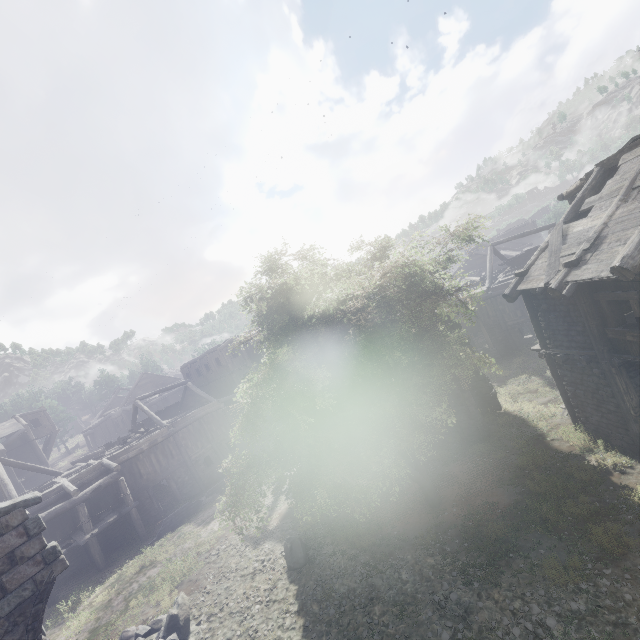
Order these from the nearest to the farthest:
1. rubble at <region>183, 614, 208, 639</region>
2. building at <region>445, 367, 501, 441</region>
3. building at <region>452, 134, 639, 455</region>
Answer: building at <region>452, 134, 639, 455</region>, rubble at <region>183, 614, 208, 639</region>, building at <region>445, 367, 501, 441</region>

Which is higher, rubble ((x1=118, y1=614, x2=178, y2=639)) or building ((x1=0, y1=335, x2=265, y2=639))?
building ((x1=0, y1=335, x2=265, y2=639))

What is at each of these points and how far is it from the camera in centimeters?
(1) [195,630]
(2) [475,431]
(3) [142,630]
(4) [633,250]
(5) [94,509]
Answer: (1) rubble, 1092cm
(2) building, 1595cm
(3) rubble, 1123cm
(4) building, 813cm
(5) building, 2086cm

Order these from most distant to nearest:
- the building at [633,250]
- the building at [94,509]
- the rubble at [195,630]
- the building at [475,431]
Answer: the building at [475,431], the rubble at [195,630], the building at [633,250], the building at [94,509]

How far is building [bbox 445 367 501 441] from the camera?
15.72m

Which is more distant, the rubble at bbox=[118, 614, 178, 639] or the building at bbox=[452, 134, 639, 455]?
the rubble at bbox=[118, 614, 178, 639]

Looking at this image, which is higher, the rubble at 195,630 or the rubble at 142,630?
the rubble at 142,630
